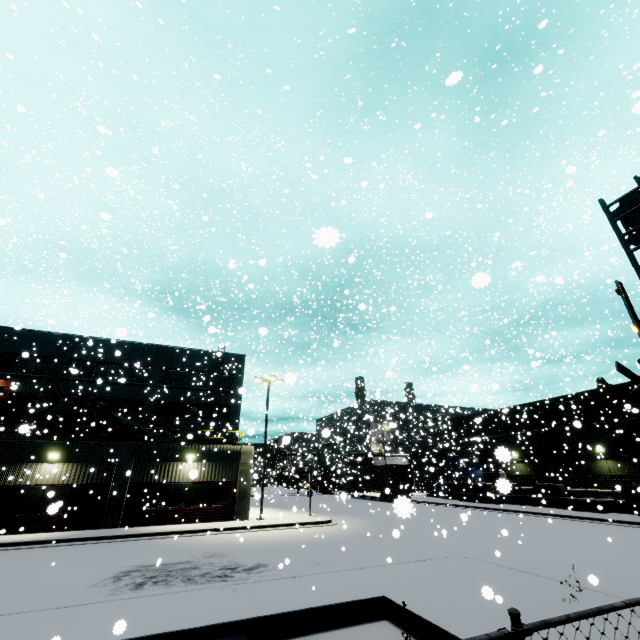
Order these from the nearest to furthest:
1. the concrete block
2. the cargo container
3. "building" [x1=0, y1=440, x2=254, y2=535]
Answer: "building" [x1=0, y1=440, x2=254, y2=535] < the concrete block < the cargo container

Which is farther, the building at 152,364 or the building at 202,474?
the building at 152,364

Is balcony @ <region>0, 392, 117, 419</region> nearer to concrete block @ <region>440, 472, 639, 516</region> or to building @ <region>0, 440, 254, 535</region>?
building @ <region>0, 440, 254, 535</region>

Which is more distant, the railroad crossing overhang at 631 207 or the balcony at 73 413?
the balcony at 73 413

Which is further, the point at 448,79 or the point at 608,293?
the point at 608,293

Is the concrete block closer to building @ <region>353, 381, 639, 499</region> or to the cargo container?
building @ <region>353, 381, 639, 499</region>

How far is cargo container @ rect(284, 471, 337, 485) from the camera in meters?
40.6

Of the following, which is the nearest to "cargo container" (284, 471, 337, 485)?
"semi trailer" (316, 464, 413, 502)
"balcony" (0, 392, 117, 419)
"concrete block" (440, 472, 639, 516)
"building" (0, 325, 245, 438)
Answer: "semi trailer" (316, 464, 413, 502)
